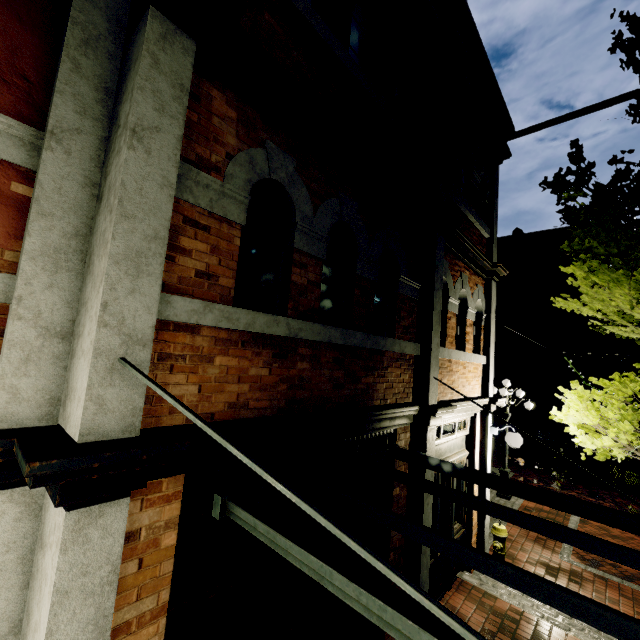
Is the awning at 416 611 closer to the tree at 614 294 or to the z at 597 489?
the tree at 614 294

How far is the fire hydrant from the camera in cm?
610

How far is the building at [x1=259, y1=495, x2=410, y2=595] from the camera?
3.0 meters

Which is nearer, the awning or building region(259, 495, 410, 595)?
the awning

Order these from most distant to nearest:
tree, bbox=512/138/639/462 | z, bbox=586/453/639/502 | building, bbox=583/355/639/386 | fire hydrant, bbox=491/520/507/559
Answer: building, bbox=583/355/639/386
z, bbox=586/453/639/502
fire hydrant, bbox=491/520/507/559
tree, bbox=512/138/639/462

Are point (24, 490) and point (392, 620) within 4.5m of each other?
yes

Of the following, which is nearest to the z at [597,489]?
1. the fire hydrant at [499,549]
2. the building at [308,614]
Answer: the building at [308,614]

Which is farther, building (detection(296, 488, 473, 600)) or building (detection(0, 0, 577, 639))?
building (detection(296, 488, 473, 600))
